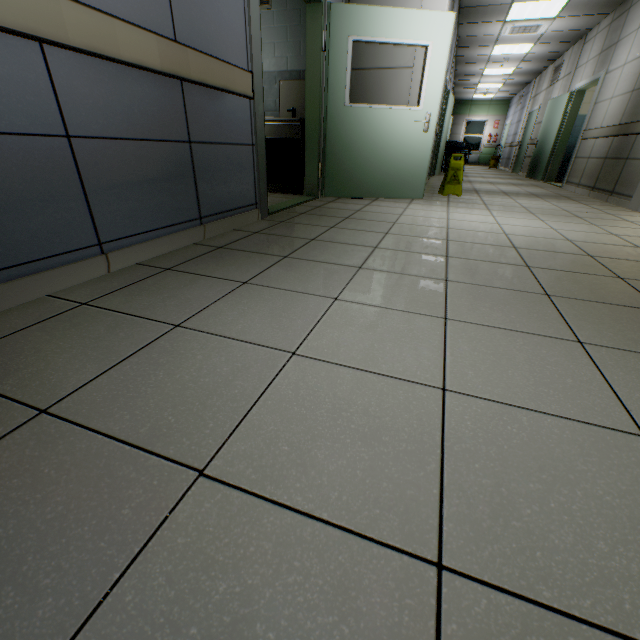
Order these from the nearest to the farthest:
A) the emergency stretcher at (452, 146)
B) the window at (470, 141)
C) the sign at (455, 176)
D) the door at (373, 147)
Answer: the door at (373, 147) < the sign at (455, 176) < the emergency stretcher at (452, 146) < the window at (470, 141)

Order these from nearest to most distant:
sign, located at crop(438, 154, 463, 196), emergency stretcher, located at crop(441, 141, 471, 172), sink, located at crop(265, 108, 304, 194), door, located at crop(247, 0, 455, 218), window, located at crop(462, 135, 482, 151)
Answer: door, located at crop(247, 0, 455, 218) → sink, located at crop(265, 108, 304, 194) → sign, located at crop(438, 154, 463, 196) → emergency stretcher, located at crop(441, 141, 471, 172) → window, located at crop(462, 135, 482, 151)

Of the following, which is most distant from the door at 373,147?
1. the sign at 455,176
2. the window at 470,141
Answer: the window at 470,141

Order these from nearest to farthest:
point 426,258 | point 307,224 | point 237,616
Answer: point 237,616 < point 426,258 < point 307,224

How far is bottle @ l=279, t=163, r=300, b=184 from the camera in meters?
4.7

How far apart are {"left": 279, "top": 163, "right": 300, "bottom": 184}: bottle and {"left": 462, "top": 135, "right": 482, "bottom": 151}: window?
18.57m

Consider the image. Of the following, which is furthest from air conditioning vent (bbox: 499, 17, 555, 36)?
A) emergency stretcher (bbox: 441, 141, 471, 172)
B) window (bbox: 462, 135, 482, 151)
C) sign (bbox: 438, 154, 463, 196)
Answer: window (bbox: 462, 135, 482, 151)

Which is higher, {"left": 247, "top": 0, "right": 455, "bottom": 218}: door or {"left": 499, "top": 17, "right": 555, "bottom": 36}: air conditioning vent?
{"left": 499, "top": 17, "right": 555, "bottom": 36}: air conditioning vent
